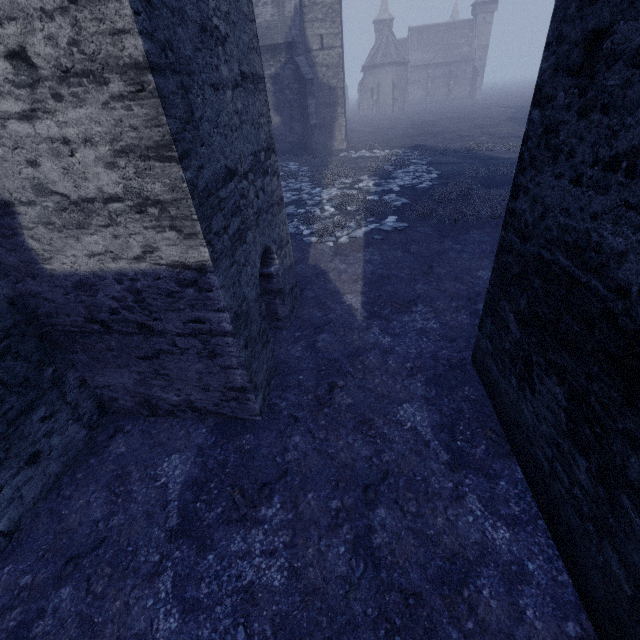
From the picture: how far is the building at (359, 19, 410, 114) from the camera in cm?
5391

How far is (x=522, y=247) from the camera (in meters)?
3.55

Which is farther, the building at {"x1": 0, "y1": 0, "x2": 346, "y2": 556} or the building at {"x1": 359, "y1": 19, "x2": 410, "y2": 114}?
the building at {"x1": 359, "y1": 19, "x2": 410, "y2": 114}

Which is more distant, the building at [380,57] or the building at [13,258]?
the building at [380,57]
